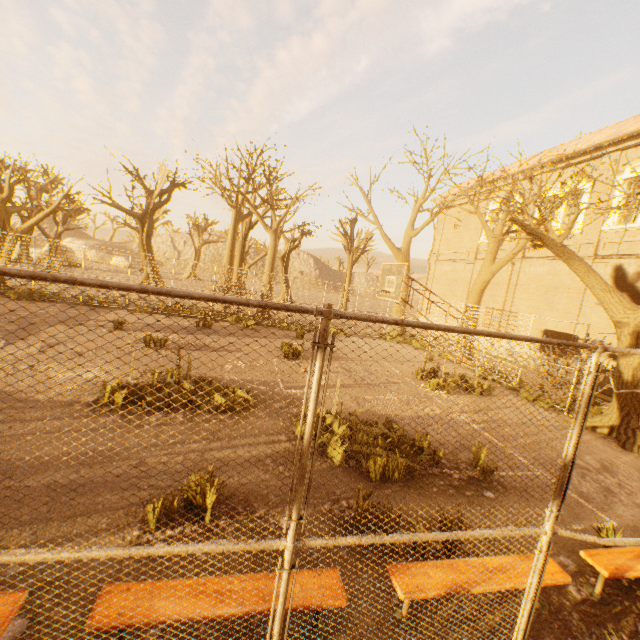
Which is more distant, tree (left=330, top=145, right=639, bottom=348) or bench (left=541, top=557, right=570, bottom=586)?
tree (left=330, top=145, right=639, bottom=348)

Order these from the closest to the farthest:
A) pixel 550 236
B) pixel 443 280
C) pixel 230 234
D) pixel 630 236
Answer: pixel 550 236 < pixel 630 236 < pixel 230 234 < pixel 443 280

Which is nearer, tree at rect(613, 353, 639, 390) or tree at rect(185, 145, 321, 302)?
tree at rect(613, 353, 639, 390)

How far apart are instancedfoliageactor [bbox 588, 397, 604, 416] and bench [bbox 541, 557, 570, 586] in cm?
950

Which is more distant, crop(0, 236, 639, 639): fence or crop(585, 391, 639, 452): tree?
crop(585, 391, 639, 452): tree

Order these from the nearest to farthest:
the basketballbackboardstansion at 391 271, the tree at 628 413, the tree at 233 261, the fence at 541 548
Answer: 1. the fence at 541 548
2. the tree at 628 413
3. the basketballbackboardstansion at 391 271
4. the tree at 233 261

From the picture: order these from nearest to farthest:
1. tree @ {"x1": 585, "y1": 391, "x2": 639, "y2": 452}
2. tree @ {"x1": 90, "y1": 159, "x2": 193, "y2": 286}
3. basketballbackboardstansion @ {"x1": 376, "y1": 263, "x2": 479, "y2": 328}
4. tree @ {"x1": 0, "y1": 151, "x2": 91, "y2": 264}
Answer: tree @ {"x1": 585, "y1": 391, "x2": 639, "y2": 452} → basketballbackboardstansion @ {"x1": 376, "y1": 263, "x2": 479, "y2": 328} → tree @ {"x1": 0, "y1": 151, "x2": 91, "y2": 264} → tree @ {"x1": 90, "y1": 159, "x2": 193, "y2": 286}

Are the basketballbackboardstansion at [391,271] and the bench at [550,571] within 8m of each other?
yes
